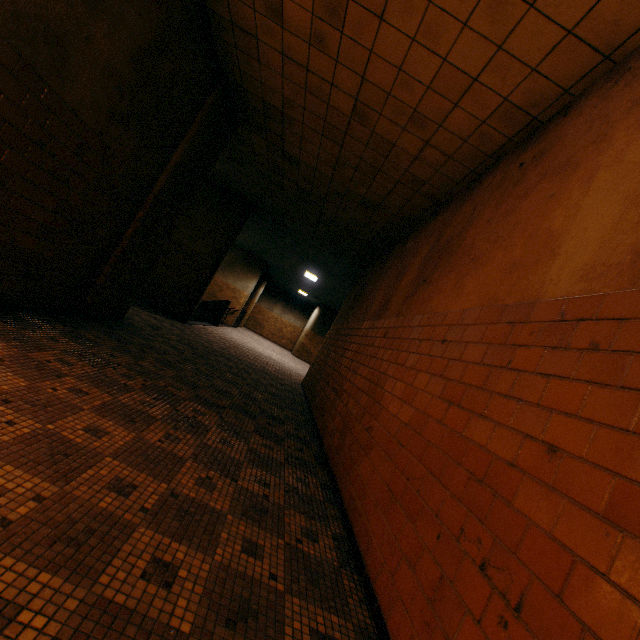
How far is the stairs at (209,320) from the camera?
12.9 meters

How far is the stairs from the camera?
12.9m

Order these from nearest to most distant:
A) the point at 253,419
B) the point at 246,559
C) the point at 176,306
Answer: the point at 246,559, the point at 253,419, the point at 176,306
